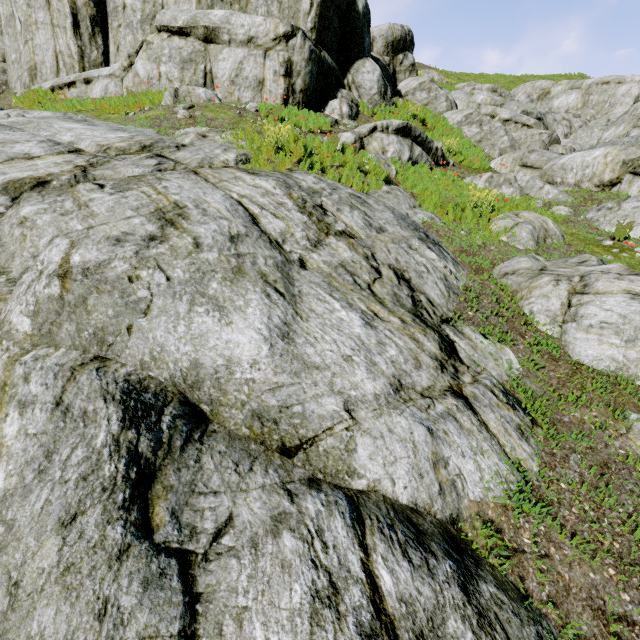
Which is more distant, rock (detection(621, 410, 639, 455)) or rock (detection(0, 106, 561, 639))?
rock (detection(621, 410, 639, 455))

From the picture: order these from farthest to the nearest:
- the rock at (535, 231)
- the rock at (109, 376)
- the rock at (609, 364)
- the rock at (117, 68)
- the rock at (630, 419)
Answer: the rock at (117, 68)
the rock at (535, 231)
the rock at (609, 364)
the rock at (630, 419)
the rock at (109, 376)

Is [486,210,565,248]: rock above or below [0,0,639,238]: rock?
below

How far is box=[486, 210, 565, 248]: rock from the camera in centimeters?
720cm

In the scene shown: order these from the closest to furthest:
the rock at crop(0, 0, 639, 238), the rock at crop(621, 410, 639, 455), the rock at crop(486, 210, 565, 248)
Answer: the rock at crop(621, 410, 639, 455)
the rock at crop(486, 210, 565, 248)
the rock at crop(0, 0, 639, 238)

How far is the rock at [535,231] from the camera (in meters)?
7.20

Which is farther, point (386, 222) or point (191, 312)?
point (386, 222)
